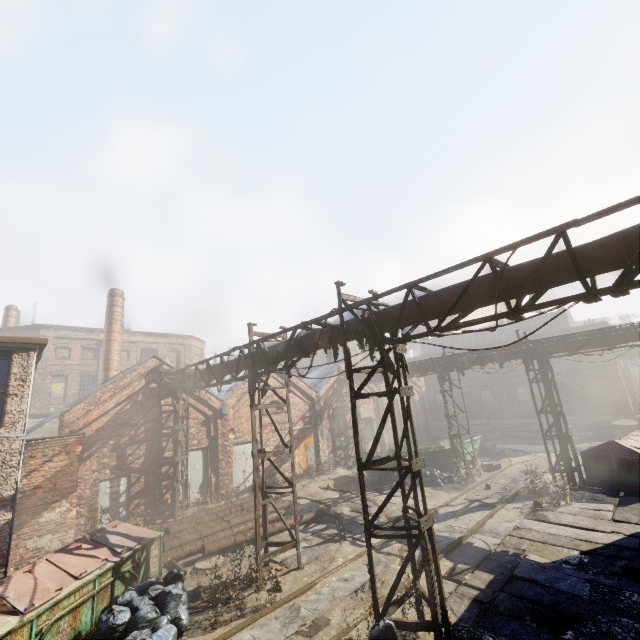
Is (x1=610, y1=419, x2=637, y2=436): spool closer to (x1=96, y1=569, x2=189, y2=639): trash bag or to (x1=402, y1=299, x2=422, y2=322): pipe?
(x1=402, y1=299, x2=422, y2=322): pipe

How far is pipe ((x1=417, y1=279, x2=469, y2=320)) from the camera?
5.7m

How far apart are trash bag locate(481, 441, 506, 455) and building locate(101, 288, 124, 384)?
23.9m

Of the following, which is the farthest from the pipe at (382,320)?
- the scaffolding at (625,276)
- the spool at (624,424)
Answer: the spool at (624,424)

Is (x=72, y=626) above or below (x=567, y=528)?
above

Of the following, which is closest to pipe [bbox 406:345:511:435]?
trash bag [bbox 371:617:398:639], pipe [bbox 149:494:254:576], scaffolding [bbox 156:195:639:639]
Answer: scaffolding [bbox 156:195:639:639]

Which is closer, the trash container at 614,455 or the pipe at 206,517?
the pipe at 206,517
